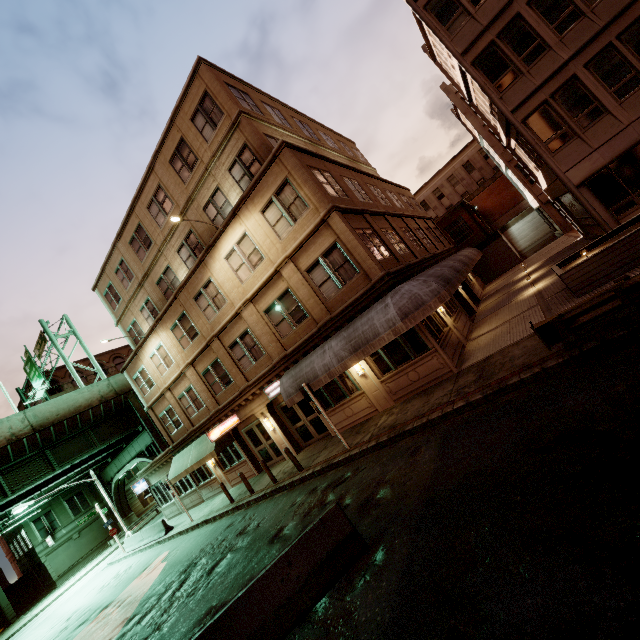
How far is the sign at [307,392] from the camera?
12.57m

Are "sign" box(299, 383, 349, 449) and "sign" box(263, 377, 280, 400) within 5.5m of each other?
yes

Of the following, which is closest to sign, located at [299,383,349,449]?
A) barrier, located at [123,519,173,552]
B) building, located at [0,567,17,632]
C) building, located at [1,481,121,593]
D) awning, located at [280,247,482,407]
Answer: awning, located at [280,247,482,407]

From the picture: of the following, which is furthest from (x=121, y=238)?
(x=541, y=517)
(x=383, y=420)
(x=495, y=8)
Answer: (x=541, y=517)

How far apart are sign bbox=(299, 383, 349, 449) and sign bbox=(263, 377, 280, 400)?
3.9m

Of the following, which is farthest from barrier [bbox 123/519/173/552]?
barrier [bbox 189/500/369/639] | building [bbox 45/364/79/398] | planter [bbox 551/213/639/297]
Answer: building [bbox 45/364/79/398]

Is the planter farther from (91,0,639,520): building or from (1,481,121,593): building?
(1,481,121,593): building

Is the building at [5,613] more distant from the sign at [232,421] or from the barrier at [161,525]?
the sign at [232,421]
